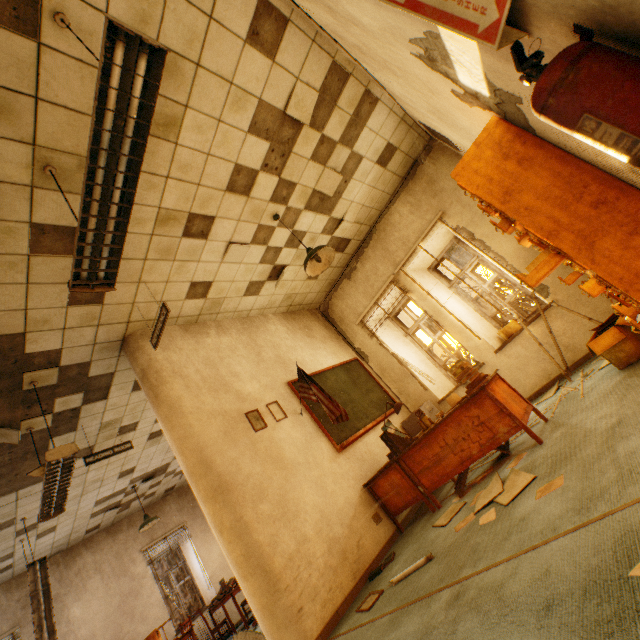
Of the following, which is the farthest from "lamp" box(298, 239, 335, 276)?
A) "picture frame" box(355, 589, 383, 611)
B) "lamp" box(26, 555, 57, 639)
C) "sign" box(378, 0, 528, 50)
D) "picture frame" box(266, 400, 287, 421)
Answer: "lamp" box(26, 555, 57, 639)

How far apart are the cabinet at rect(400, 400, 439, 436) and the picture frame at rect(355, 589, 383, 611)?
2.8m

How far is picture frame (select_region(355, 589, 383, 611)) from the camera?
2.7m

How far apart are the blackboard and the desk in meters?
0.6 m

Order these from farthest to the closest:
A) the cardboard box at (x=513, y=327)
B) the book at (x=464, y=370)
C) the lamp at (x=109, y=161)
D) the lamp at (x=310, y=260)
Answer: the cardboard box at (x=513, y=327) → the lamp at (x=310, y=260) → the book at (x=464, y=370) → the lamp at (x=109, y=161)

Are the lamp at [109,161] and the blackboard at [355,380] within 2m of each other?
no

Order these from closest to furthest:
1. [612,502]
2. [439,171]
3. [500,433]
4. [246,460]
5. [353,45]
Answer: [612,502], [353,45], [500,433], [246,460], [439,171]

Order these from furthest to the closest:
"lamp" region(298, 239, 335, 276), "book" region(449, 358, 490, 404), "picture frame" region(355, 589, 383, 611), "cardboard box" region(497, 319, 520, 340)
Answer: "cardboard box" region(497, 319, 520, 340) → "lamp" region(298, 239, 335, 276) → "book" region(449, 358, 490, 404) → "picture frame" region(355, 589, 383, 611)
